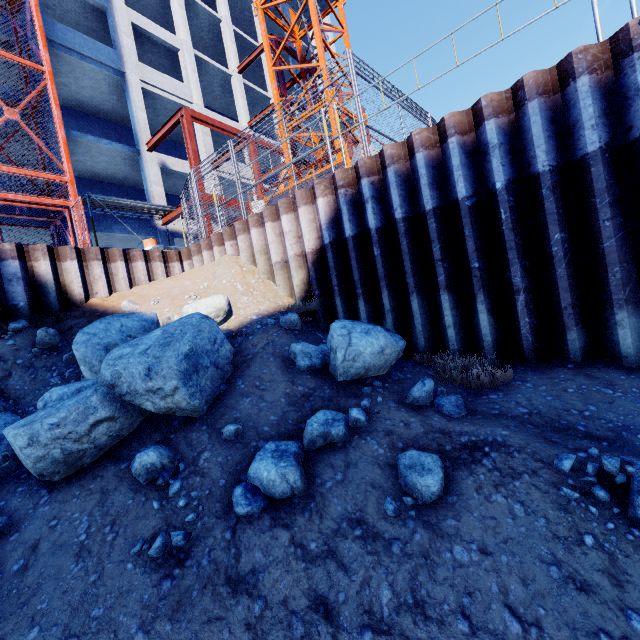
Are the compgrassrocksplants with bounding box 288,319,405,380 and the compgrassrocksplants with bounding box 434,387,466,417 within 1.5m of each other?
yes

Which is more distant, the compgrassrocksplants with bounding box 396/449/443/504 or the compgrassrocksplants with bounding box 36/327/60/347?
the compgrassrocksplants with bounding box 36/327/60/347

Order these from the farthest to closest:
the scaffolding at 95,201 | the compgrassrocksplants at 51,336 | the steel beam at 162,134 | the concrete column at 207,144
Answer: the concrete column at 207,144 < the steel beam at 162,134 < the scaffolding at 95,201 < the compgrassrocksplants at 51,336

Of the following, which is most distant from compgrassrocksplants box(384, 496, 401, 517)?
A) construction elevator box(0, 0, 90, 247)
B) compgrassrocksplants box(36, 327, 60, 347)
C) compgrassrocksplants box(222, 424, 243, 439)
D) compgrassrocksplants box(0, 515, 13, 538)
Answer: construction elevator box(0, 0, 90, 247)

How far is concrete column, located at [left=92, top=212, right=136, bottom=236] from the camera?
15.0 meters

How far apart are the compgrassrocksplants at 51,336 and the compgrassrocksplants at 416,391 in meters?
6.5 m

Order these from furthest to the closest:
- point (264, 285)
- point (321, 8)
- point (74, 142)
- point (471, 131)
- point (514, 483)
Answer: point (74, 142) → point (321, 8) → point (264, 285) → point (471, 131) → point (514, 483)

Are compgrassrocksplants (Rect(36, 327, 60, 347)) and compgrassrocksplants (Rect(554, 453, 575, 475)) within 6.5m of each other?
no
